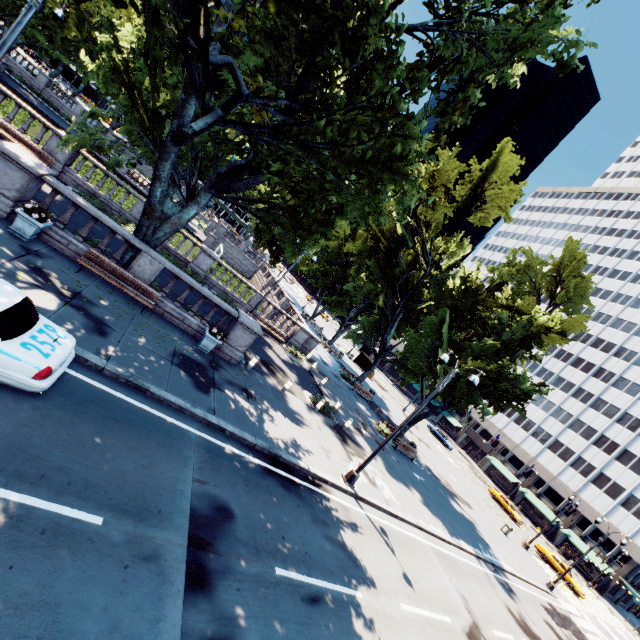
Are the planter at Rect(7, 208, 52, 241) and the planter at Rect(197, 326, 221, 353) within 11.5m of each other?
yes

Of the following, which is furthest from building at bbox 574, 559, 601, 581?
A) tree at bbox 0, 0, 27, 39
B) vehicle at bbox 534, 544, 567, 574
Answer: vehicle at bbox 534, 544, 567, 574

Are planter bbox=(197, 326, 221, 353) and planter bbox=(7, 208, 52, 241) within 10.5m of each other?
yes

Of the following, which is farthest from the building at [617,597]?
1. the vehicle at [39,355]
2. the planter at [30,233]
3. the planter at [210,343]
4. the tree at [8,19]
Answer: the planter at [30,233]

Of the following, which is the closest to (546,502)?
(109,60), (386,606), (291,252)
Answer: (386,606)

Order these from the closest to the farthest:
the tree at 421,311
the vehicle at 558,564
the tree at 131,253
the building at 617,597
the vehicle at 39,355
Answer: the vehicle at 39,355
the tree at 421,311
the tree at 131,253
the vehicle at 558,564
the building at 617,597

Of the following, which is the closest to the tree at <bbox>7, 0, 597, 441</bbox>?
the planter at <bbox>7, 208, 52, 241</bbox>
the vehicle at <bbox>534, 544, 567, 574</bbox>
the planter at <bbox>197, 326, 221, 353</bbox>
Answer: the planter at <bbox>7, 208, 52, 241</bbox>

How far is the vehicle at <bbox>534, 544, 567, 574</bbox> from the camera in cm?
3434
